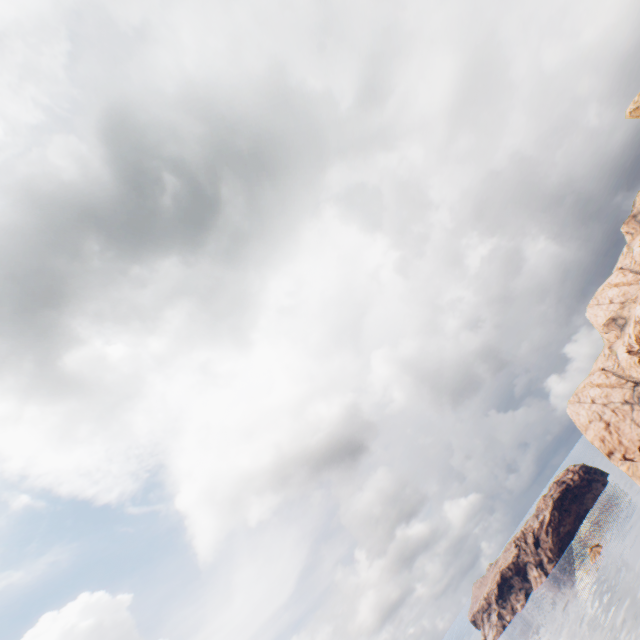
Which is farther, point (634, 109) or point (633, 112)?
point (633, 112)
